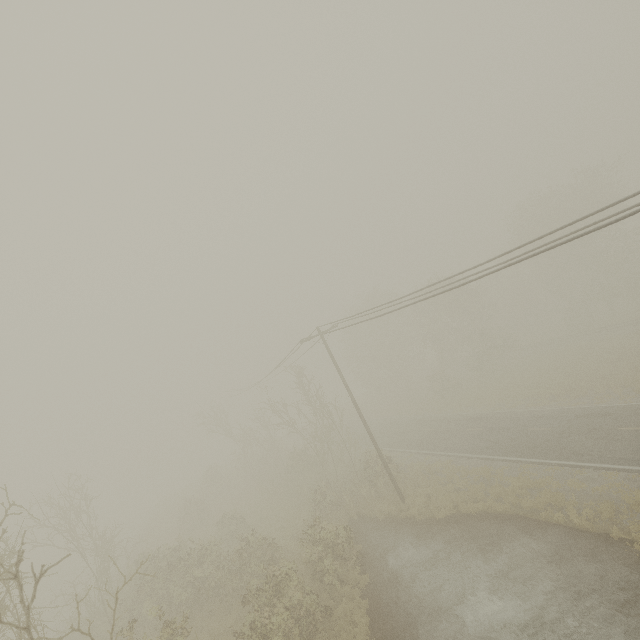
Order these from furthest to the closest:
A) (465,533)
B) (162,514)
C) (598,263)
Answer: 1. (162,514)
2. (598,263)
3. (465,533)
